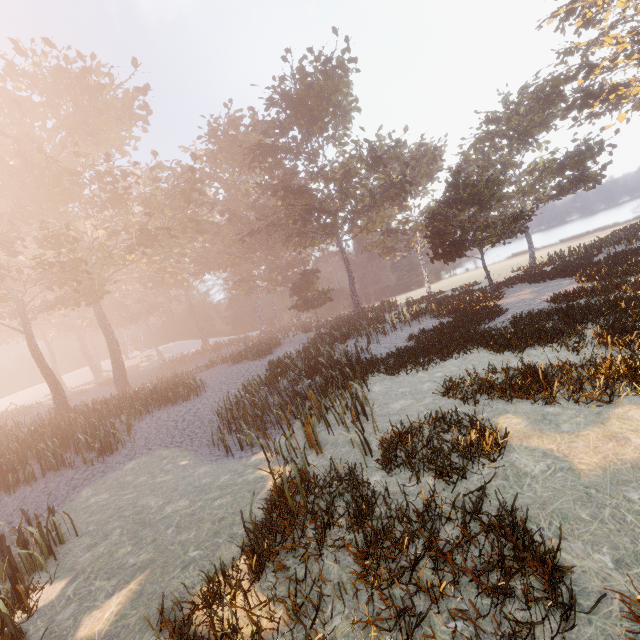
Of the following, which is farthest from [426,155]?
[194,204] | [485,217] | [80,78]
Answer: [80,78]
